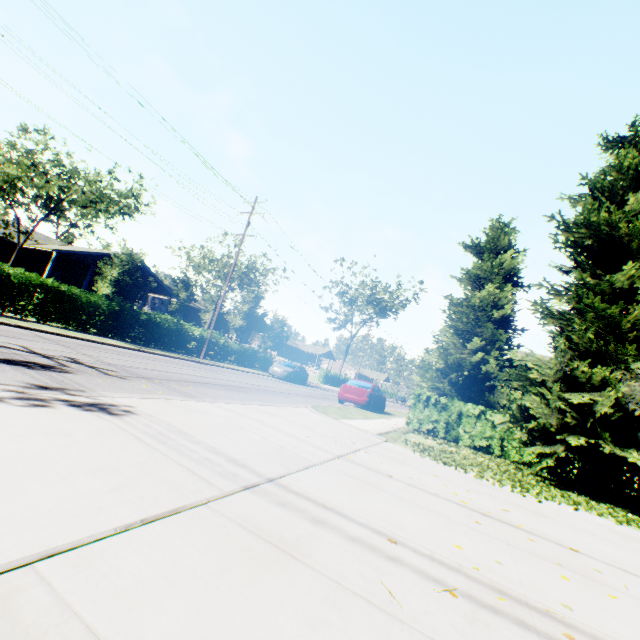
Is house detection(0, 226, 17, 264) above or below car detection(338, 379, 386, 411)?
above

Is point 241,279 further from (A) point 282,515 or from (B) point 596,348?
(A) point 282,515

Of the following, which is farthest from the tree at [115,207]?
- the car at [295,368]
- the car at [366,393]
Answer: the car at [366,393]

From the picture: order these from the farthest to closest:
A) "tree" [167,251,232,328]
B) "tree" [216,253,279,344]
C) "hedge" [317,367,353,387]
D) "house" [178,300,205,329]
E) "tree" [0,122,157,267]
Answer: "house" [178,300,205,329] → "hedge" [317,367,353,387] → "tree" [216,253,279,344] → "tree" [167,251,232,328] → "tree" [0,122,157,267]

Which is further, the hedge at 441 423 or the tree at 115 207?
the tree at 115 207

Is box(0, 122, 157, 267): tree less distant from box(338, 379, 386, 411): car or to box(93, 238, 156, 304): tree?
box(93, 238, 156, 304): tree

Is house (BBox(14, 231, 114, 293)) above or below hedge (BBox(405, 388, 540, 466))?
above

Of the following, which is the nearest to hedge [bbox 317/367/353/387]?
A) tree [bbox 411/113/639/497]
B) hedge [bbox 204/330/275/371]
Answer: hedge [bbox 204/330/275/371]
